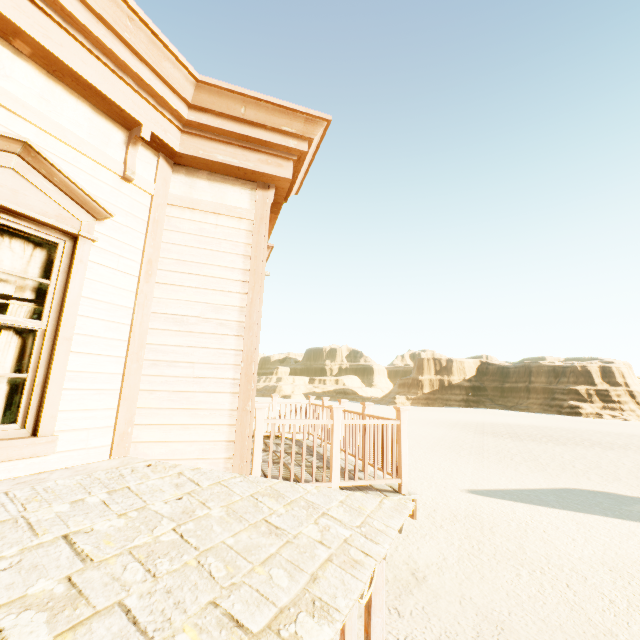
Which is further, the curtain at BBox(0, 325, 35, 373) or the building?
the curtain at BBox(0, 325, 35, 373)

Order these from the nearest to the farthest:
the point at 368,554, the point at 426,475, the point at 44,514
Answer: the point at 44,514, the point at 368,554, the point at 426,475

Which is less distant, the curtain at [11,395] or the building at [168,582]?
the building at [168,582]

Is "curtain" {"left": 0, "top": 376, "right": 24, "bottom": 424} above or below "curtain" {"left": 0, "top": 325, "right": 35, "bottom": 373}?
below
